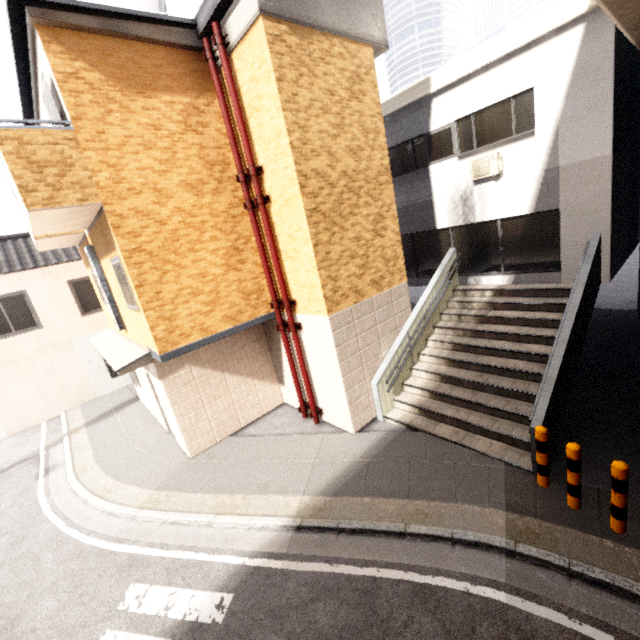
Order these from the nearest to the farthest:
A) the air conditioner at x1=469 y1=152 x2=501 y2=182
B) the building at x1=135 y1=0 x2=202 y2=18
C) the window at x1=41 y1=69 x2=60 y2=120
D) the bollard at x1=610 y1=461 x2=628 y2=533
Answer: the bollard at x1=610 y1=461 x2=628 y2=533 → the window at x1=41 y1=69 x2=60 y2=120 → the air conditioner at x1=469 y1=152 x2=501 y2=182 → the building at x1=135 y1=0 x2=202 y2=18

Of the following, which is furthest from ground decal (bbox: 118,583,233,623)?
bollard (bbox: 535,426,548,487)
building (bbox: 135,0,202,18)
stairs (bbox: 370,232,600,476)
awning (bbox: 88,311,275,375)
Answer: building (bbox: 135,0,202,18)

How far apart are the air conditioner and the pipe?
6.2m

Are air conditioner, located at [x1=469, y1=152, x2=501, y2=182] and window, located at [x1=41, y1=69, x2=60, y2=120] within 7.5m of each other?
no

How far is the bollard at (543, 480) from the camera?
5.0 meters

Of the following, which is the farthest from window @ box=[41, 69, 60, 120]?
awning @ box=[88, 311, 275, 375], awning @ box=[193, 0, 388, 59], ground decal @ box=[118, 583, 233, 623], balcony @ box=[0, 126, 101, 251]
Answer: ground decal @ box=[118, 583, 233, 623]

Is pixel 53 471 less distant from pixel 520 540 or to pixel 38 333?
pixel 38 333

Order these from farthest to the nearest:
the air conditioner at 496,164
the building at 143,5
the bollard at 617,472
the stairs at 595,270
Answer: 1. the building at 143,5
2. the air conditioner at 496,164
3. the stairs at 595,270
4. the bollard at 617,472
